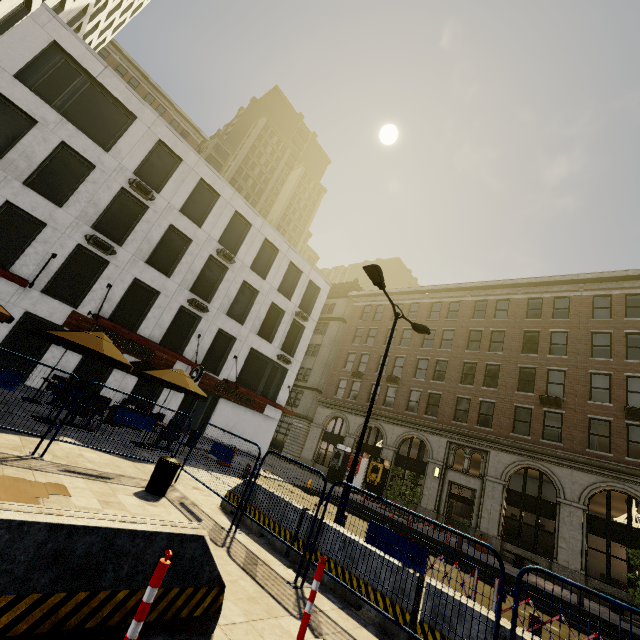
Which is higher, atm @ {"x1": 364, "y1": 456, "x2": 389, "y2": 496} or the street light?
the street light

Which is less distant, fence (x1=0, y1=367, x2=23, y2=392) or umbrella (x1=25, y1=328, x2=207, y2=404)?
fence (x1=0, y1=367, x2=23, y2=392)

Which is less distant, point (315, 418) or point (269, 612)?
point (269, 612)

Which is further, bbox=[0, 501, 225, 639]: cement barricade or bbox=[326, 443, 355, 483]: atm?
bbox=[326, 443, 355, 483]: atm

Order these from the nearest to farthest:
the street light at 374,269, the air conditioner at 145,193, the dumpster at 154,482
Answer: the dumpster at 154,482
the street light at 374,269
the air conditioner at 145,193

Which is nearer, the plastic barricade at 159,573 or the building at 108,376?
the plastic barricade at 159,573

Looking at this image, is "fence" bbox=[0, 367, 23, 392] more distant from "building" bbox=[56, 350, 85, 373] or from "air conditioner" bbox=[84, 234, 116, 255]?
"air conditioner" bbox=[84, 234, 116, 255]

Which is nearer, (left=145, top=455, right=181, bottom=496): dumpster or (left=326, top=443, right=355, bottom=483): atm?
(left=145, top=455, right=181, bottom=496): dumpster
